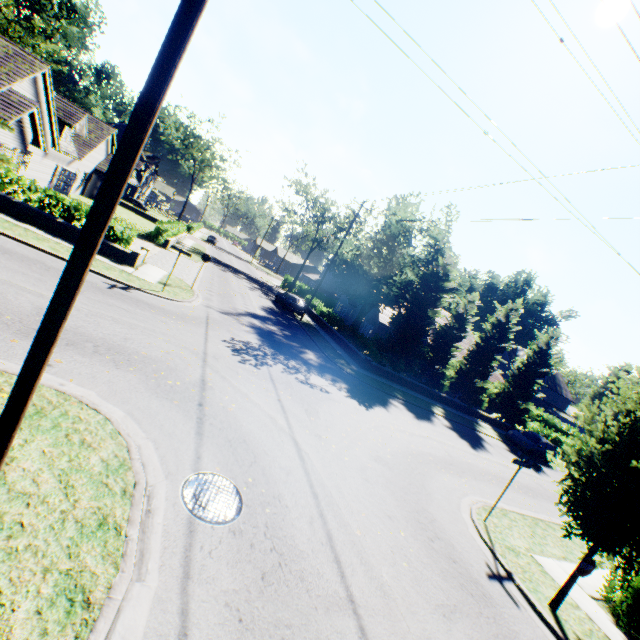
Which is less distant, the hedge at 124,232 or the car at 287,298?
the hedge at 124,232

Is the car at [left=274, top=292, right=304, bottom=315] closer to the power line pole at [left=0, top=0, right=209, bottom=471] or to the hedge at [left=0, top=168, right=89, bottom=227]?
the hedge at [left=0, top=168, right=89, bottom=227]

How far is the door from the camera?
27.7m

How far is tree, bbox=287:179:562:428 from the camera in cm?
2470

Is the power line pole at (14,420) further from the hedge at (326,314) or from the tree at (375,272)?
the hedge at (326,314)

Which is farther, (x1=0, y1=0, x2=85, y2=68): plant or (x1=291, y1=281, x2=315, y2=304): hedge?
(x1=0, y1=0, x2=85, y2=68): plant

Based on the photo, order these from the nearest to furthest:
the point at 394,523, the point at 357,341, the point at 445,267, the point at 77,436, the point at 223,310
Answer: the point at 77,436 < the point at 394,523 < the point at 223,310 < the point at 445,267 < the point at 357,341

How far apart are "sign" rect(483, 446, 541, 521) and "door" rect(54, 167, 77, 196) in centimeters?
3689cm
